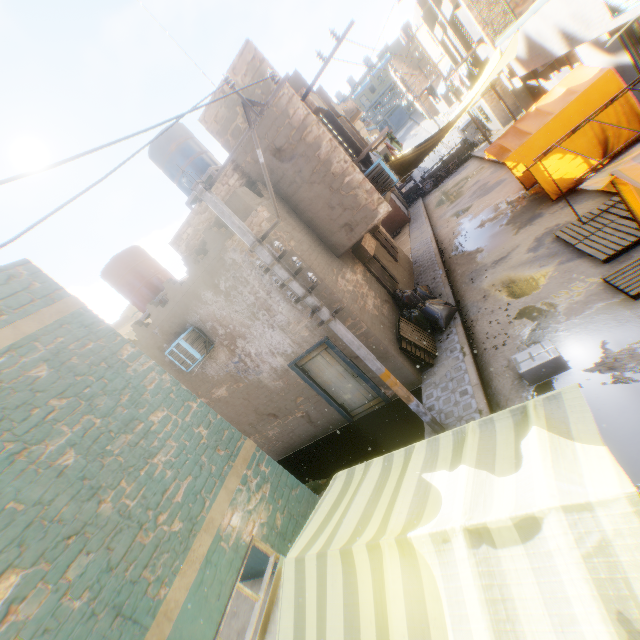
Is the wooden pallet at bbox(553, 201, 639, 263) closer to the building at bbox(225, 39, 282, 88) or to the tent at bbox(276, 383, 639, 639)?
the tent at bbox(276, 383, 639, 639)

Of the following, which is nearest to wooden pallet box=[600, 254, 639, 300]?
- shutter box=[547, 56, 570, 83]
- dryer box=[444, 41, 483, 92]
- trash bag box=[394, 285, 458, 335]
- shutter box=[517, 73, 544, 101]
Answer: trash bag box=[394, 285, 458, 335]

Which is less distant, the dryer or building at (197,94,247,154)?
building at (197,94,247,154)

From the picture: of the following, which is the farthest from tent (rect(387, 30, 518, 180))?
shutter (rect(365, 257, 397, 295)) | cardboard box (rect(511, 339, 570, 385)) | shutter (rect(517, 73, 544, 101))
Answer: shutter (rect(517, 73, 544, 101))

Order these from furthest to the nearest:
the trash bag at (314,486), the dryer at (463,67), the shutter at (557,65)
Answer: the dryer at (463,67), the shutter at (557,65), the trash bag at (314,486)

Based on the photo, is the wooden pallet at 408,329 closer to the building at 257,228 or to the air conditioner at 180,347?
the building at 257,228

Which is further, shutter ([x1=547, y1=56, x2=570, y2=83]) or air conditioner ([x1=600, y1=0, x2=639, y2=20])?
shutter ([x1=547, y1=56, x2=570, y2=83])

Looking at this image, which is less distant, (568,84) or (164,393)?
(164,393)
